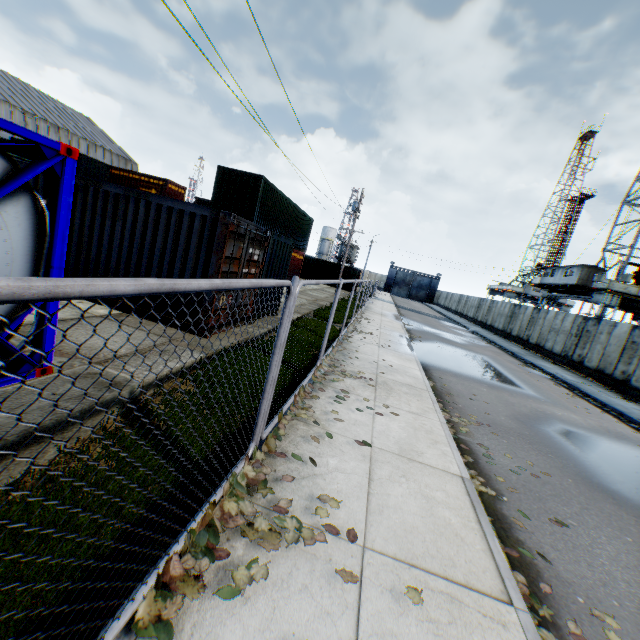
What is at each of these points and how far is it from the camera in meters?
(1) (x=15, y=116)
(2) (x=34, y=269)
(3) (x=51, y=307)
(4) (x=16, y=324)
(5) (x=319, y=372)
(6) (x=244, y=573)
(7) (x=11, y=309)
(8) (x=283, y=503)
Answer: (1) building, 38.7
(2) tank container, 4.1
(3) tank container, 4.2
(4) tank container, 3.9
(5) leaf decal, 7.1
(6) leaf decal, 2.4
(7) tank container, 3.9
(8) leaf decal, 3.2

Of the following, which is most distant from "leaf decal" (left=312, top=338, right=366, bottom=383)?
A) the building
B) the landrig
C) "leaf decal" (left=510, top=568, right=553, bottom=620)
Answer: the landrig

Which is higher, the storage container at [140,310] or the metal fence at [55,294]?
the metal fence at [55,294]

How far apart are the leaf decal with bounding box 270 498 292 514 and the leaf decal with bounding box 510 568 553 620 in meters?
1.8 m

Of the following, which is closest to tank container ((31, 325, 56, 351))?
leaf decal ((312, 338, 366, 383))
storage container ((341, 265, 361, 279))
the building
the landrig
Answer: leaf decal ((312, 338, 366, 383))

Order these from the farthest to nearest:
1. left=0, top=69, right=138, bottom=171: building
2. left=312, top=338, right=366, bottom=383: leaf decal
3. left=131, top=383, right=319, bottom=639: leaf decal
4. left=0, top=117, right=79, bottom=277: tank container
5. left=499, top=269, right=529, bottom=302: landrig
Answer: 1. left=499, top=269, right=529, bottom=302: landrig
2. left=0, top=69, right=138, bottom=171: building
3. left=312, top=338, right=366, bottom=383: leaf decal
4. left=0, top=117, right=79, bottom=277: tank container
5. left=131, top=383, right=319, bottom=639: leaf decal

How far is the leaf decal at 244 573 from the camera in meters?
2.2 m

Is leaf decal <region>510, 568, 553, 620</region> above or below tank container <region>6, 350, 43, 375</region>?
below
